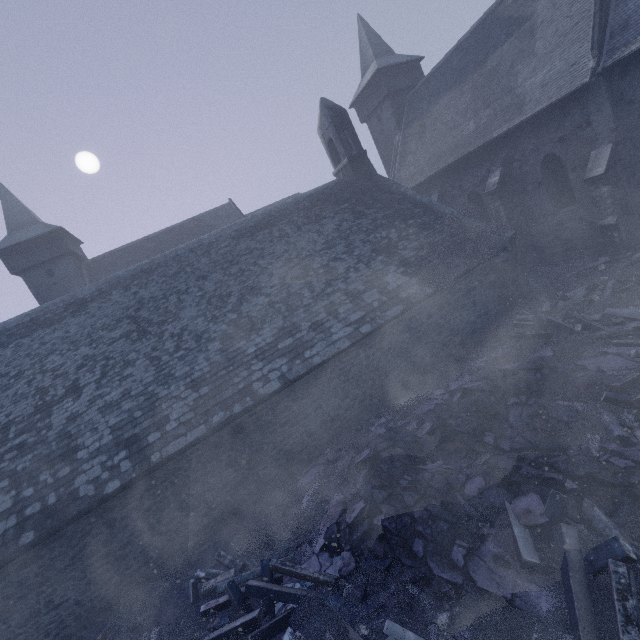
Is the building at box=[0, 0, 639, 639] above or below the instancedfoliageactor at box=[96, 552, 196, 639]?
above

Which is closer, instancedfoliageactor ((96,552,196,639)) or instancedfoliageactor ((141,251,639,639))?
instancedfoliageactor ((141,251,639,639))

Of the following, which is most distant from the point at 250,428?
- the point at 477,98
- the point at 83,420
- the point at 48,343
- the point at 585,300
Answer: the point at 477,98

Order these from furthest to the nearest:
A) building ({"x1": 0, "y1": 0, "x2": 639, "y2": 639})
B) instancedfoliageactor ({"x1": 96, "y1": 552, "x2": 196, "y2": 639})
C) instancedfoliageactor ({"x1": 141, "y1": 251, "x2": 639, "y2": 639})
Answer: building ({"x1": 0, "y1": 0, "x2": 639, "y2": 639}) < instancedfoliageactor ({"x1": 96, "y1": 552, "x2": 196, "y2": 639}) < instancedfoliageactor ({"x1": 141, "y1": 251, "x2": 639, "y2": 639})

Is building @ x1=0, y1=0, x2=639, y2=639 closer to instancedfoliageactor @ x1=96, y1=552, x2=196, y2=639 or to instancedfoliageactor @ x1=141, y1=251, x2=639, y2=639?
instancedfoliageactor @ x1=141, y1=251, x2=639, y2=639

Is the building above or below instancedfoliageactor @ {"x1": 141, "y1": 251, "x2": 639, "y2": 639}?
above

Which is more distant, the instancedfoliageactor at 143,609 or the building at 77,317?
the building at 77,317

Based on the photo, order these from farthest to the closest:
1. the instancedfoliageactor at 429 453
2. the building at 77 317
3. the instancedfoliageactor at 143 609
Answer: the building at 77 317, the instancedfoliageactor at 143 609, the instancedfoliageactor at 429 453
